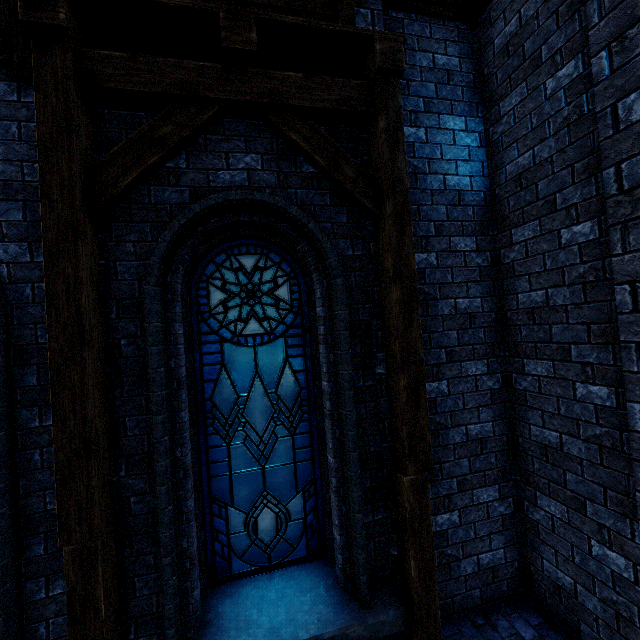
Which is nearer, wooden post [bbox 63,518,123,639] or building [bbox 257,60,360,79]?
wooden post [bbox 63,518,123,639]

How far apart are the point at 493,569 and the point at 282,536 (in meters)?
2.52

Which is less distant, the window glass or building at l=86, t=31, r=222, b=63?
building at l=86, t=31, r=222, b=63

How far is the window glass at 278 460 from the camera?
3.5m

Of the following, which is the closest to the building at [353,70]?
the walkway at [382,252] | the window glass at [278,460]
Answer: the walkway at [382,252]

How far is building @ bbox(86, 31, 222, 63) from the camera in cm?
290
